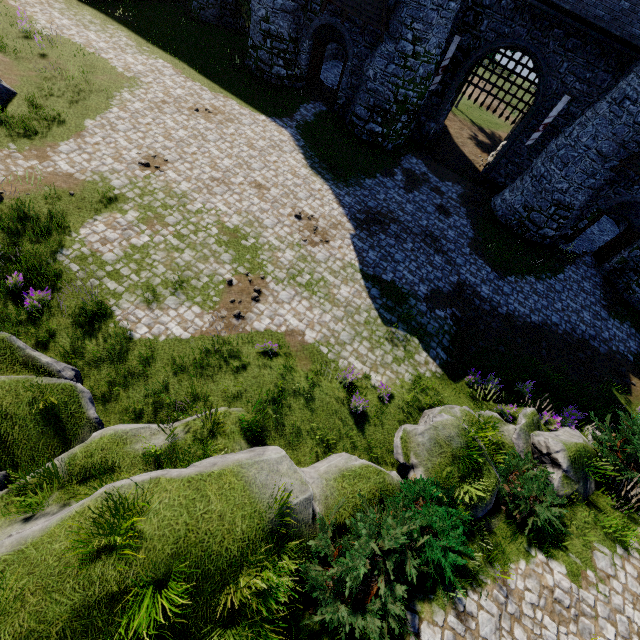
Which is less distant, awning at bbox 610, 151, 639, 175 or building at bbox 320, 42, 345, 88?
awning at bbox 610, 151, 639, 175

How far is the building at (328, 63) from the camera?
24.2m

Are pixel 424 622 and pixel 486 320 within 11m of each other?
no

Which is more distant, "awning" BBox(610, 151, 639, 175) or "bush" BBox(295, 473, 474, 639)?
"awning" BBox(610, 151, 639, 175)

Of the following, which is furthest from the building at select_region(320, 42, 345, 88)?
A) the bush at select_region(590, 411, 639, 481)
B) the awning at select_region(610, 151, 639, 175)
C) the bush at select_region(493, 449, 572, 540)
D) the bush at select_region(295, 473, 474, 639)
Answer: the bush at select_region(295, 473, 474, 639)

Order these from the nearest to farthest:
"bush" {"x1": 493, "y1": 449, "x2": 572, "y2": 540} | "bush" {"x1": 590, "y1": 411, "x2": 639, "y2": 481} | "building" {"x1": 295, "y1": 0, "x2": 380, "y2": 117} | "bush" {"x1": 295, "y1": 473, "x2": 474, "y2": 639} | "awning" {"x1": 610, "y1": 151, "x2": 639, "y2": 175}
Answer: "bush" {"x1": 295, "y1": 473, "x2": 474, "y2": 639} < "bush" {"x1": 493, "y1": 449, "x2": 572, "y2": 540} < "bush" {"x1": 590, "y1": 411, "x2": 639, "y2": 481} < "awning" {"x1": 610, "y1": 151, "x2": 639, "y2": 175} < "building" {"x1": 295, "y1": 0, "x2": 380, "y2": 117}

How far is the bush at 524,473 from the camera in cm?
785

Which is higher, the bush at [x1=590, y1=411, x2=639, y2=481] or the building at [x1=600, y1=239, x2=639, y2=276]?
the bush at [x1=590, y1=411, x2=639, y2=481]
